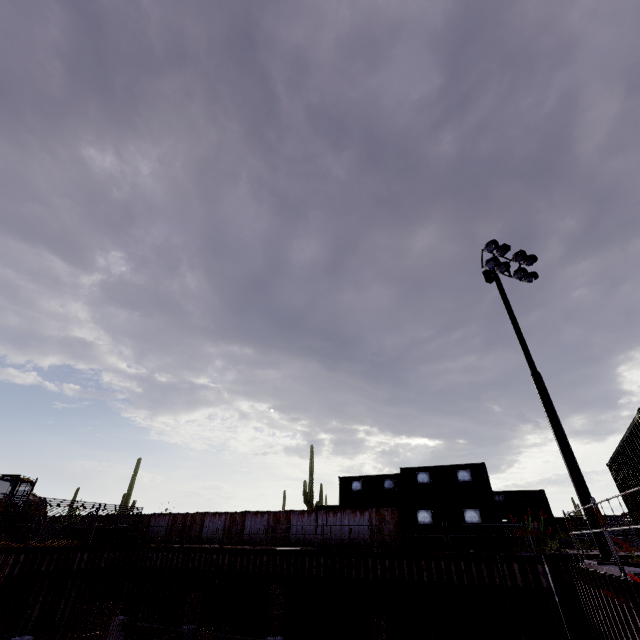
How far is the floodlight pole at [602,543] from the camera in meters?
8.4

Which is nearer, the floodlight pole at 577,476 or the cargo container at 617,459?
the cargo container at 617,459

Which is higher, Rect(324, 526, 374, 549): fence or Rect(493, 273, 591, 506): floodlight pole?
Rect(493, 273, 591, 506): floodlight pole

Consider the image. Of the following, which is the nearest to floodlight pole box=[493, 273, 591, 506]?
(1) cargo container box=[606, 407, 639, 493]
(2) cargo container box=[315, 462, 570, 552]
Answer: (1) cargo container box=[606, 407, 639, 493]

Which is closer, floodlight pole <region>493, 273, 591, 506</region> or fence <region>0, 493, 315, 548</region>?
floodlight pole <region>493, 273, 591, 506</region>

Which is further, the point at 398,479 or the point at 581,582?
the point at 398,479

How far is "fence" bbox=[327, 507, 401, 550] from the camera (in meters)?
20.62

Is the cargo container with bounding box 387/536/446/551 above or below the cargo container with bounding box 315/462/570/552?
below
